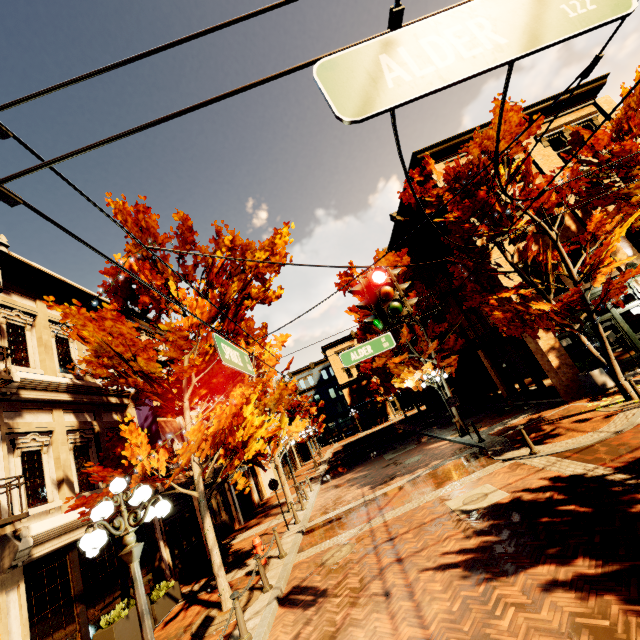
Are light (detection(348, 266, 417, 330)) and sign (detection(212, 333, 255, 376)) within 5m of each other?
yes

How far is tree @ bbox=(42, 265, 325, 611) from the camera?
7.65m

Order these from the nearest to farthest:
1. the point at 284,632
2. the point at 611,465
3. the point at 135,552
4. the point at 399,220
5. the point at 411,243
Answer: the point at 135,552
the point at 284,632
the point at 611,465
the point at 399,220
the point at 411,243

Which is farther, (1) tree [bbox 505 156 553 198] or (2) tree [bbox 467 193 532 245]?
(2) tree [bbox 467 193 532 245]

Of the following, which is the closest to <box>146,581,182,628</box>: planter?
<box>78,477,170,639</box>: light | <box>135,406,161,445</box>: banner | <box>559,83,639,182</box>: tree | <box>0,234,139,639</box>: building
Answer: <box>0,234,139,639</box>: building

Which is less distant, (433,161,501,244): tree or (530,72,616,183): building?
(433,161,501,244): tree

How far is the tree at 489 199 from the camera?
10.9m

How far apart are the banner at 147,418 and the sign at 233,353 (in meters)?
8.75
